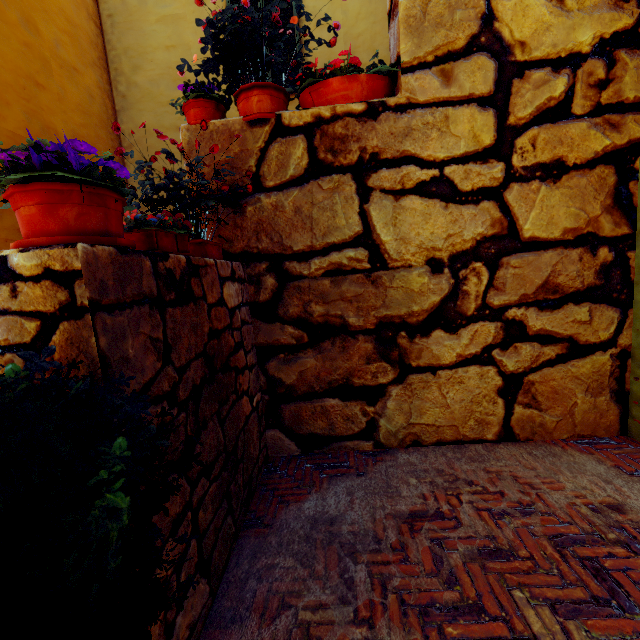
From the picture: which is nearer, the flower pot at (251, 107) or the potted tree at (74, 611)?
the potted tree at (74, 611)

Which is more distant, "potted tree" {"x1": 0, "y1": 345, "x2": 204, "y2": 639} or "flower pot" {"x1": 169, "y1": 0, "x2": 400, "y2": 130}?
"flower pot" {"x1": 169, "y1": 0, "x2": 400, "y2": 130}

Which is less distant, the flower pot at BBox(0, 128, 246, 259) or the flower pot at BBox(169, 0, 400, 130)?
the flower pot at BBox(0, 128, 246, 259)

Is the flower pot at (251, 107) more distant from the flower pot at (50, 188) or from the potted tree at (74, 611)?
the potted tree at (74, 611)

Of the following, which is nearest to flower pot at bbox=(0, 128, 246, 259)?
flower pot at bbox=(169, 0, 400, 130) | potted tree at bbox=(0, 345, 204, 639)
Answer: potted tree at bbox=(0, 345, 204, 639)

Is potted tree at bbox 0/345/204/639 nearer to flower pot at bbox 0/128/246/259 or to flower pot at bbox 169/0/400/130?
flower pot at bbox 0/128/246/259

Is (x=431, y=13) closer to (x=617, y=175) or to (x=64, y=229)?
(x=617, y=175)
